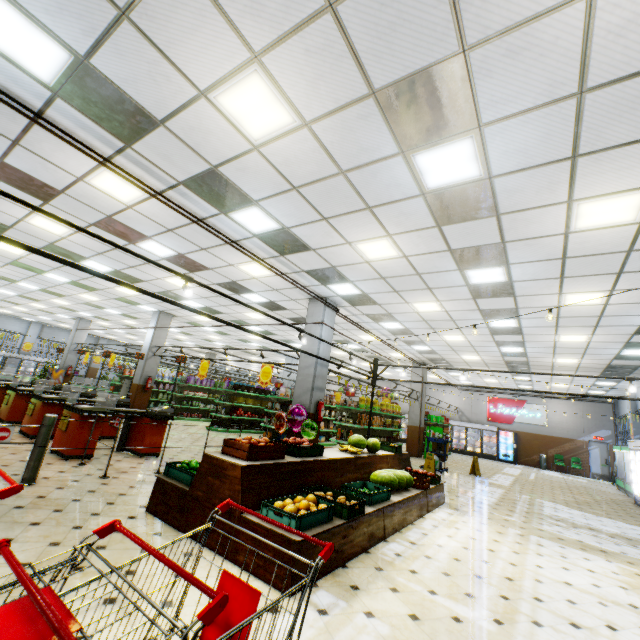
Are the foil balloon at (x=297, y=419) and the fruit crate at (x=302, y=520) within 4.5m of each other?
yes

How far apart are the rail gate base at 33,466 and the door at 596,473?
27.3 meters

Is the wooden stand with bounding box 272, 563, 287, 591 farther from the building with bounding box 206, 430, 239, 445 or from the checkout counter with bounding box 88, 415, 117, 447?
the checkout counter with bounding box 88, 415, 117, 447

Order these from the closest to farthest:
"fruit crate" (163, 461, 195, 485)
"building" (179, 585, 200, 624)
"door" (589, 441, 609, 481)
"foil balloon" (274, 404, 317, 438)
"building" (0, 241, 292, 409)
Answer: "building" (179, 585, 200, 624) < "fruit crate" (163, 461, 195, 485) < "foil balloon" (274, 404, 317, 438) < "building" (0, 241, 292, 409) < "door" (589, 441, 609, 481)

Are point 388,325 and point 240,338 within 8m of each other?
no

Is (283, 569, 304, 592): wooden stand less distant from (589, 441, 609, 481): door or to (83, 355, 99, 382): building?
Result: (83, 355, 99, 382): building

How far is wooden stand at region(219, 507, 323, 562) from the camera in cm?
317

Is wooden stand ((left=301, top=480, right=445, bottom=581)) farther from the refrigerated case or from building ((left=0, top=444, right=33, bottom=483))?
the refrigerated case
